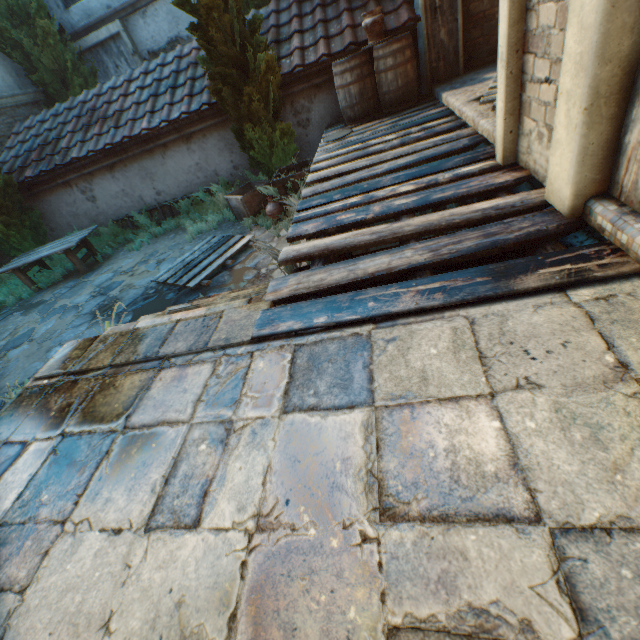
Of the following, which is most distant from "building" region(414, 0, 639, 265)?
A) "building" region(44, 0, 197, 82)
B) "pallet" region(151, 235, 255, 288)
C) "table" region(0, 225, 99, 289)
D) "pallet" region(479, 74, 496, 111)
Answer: "pallet" region(479, 74, 496, 111)

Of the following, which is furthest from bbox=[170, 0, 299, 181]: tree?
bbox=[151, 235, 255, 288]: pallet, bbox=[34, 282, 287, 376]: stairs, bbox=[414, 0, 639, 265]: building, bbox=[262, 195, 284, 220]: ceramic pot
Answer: bbox=[34, 282, 287, 376]: stairs

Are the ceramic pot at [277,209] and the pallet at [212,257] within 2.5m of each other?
yes

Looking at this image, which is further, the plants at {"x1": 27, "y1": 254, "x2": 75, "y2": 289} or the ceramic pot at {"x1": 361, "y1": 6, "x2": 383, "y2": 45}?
the plants at {"x1": 27, "y1": 254, "x2": 75, "y2": 289}

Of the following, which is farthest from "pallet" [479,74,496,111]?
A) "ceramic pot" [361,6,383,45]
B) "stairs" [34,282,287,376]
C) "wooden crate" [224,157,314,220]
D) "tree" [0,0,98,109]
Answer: "wooden crate" [224,157,314,220]

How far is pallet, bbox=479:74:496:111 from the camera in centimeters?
355cm

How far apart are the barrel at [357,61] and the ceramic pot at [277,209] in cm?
189

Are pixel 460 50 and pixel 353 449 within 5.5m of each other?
no
